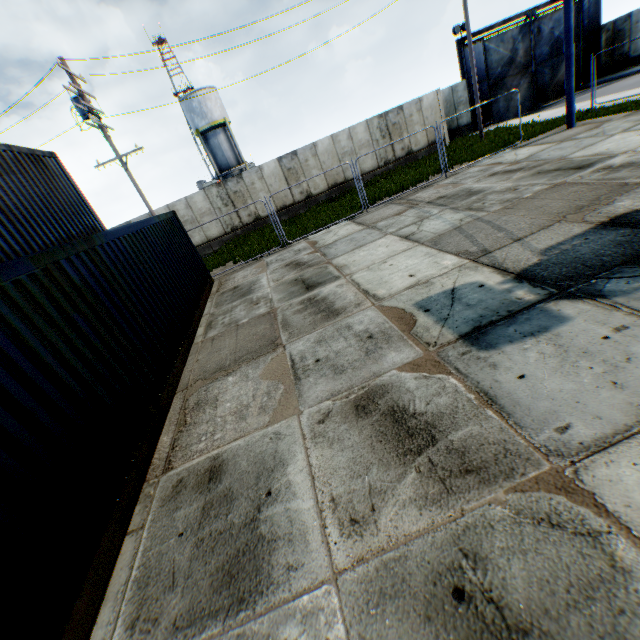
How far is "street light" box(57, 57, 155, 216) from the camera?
12.9m

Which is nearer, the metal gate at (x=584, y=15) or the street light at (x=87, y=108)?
the street light at (x=87, y=108)

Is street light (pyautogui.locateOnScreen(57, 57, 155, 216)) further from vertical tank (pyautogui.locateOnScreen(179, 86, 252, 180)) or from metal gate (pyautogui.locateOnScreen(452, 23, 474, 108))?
metal gate (pyautogui.locateOnScreen(452, 23, 474, 108))

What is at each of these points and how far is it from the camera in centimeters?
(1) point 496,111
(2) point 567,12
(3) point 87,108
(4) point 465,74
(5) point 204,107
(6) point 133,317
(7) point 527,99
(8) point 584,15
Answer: (1) metal gate, 2473cm
(2) street light, 1162cm
(3) street light, 1400cm
(4) metal gate, 2320cm
(5) vertical tank, 3225cm
(6) storage container, 587cm
(7) metal gate, 2488cm
(8) metal gate, 2338cm

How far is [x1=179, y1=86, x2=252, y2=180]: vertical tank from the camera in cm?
3216

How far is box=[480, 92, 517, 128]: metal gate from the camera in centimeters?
2442cm

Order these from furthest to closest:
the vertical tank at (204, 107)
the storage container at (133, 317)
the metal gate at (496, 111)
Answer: the vertical tank at (204, 107)
the metal gate at (496, 111)
the storage container at (133, 317)

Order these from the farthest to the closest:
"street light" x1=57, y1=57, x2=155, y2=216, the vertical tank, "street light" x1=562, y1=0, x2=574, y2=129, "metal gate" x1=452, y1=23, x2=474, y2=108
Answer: the vertical tank, "metal gate" x1=452, y1=23, x2=474, y2=108, "street light" x1=57, y1=57, x2=155, y2=216, "street light" x1=562, y1=0, x2=574, y2=129
